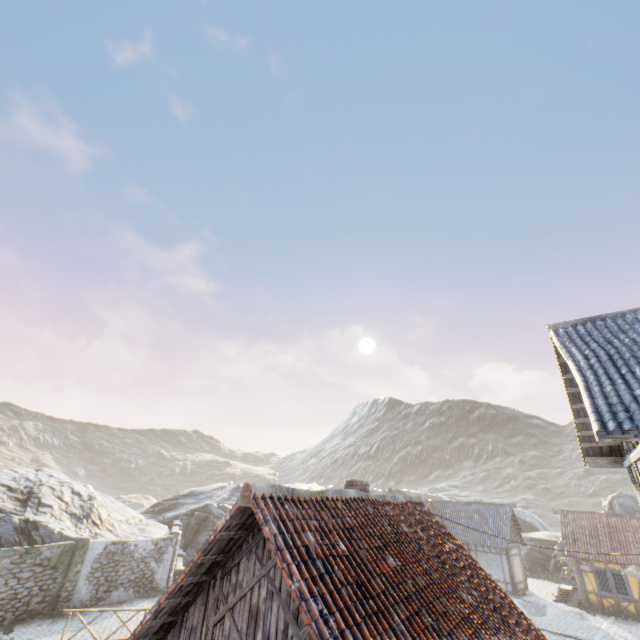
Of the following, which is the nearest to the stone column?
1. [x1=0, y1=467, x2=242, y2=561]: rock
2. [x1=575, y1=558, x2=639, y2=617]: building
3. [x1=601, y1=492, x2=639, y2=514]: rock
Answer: [x1=0, y1=467, x2=242, y2=561]: rock

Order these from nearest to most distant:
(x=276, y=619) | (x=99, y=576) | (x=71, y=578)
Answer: (x=276, y=619), (x=71, y=578), (x=99, y=576)

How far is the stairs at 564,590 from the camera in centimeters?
2311cm

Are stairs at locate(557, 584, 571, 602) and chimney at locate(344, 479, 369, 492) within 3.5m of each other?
no

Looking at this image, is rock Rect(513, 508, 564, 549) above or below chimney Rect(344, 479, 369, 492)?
below

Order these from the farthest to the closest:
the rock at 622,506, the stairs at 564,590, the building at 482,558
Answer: the rock at 622,506 → the building at 482,558 → the stairs at 564,590

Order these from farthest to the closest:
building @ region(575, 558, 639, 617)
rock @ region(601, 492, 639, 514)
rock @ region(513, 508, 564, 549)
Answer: rock @ region(513, 508, 564, 549), rock @ region(601, 492, 639, 514), building @ region(575, 558, 639, 617)

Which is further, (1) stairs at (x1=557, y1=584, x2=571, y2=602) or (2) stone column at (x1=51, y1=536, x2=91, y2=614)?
(1) stairs at (x1=557, y1=584, x2=571, y2=602)
